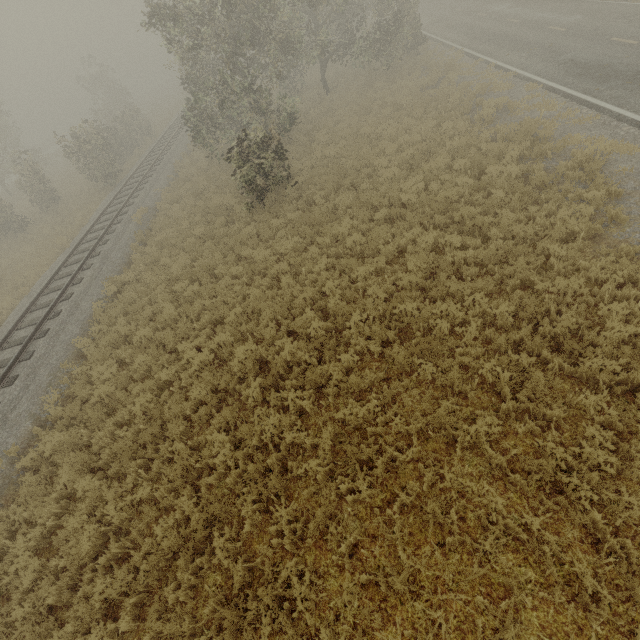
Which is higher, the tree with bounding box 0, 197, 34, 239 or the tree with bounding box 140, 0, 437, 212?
the tree with bounding box 140, 0, 437, 212

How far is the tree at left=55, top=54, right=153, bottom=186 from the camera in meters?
22.1

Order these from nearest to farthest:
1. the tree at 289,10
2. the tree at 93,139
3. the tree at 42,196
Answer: the tree at 289,10
the tree at 93,139
the tree at 42,196

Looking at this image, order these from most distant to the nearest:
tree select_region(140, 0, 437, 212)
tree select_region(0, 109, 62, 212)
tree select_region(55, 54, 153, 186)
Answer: tree select_region(0, 109, 62, 212)
tree select_region(55, 54, 153, 186)
tree select_region(140, 0, 437, 212)

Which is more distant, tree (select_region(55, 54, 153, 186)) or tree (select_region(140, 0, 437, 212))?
tree (select_region(55, 54, 153, 186))

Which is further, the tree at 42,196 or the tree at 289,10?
the tree at 42,196

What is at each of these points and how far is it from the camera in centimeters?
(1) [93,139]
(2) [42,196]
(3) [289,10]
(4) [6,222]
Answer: (1) tree, 2619cm
(2) tree, 2498cm
(3) tree, 2914cm
(4) tree, 2392cm
